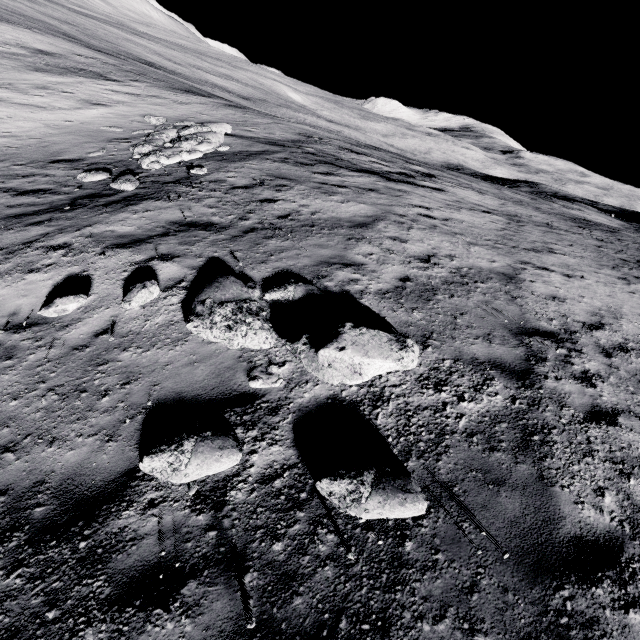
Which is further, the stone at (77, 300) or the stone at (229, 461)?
the stone at (77, 300)

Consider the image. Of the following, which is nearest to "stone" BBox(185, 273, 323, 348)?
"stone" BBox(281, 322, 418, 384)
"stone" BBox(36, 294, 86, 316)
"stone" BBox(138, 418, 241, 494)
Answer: "stone" BBox(281, 322, 418, 384)

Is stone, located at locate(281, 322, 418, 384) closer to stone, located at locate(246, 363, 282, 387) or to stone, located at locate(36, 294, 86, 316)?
stone, located at locate(246, 363, 282, 387)

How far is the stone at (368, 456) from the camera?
3.24m

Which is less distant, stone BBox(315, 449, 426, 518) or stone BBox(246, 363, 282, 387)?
stone BBox(315, 449, 426, 518)

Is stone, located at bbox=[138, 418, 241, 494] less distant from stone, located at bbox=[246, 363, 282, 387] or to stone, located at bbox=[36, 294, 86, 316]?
stone, located at bbox=[246, 363, 282, 387]

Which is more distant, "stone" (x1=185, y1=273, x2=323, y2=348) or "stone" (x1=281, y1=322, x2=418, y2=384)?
"stone" (x1=185, y1=273, x2=323, y2=348)

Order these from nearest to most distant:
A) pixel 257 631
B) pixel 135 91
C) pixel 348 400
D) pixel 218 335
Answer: pixel 257 631, pixel 348 400, pixel 218 335, pixel 135 91
